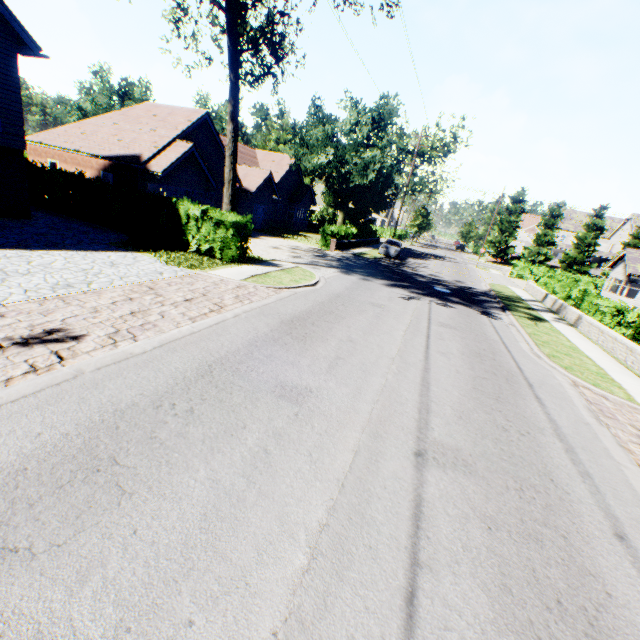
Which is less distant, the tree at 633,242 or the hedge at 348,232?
the hedge at 348,232

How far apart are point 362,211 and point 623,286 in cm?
2767

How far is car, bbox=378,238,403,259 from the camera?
29.8m

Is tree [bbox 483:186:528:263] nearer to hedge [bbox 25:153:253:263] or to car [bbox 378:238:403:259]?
hedge [bbox 25:153:253:263]

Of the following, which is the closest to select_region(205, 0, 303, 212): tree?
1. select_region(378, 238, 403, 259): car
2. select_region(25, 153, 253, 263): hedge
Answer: select_region(25, 153, 253, 263): hedge

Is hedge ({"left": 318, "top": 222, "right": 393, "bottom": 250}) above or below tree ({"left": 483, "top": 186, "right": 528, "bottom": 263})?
below

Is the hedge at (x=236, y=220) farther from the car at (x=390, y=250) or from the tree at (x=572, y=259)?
the car at (x=390, y=250)

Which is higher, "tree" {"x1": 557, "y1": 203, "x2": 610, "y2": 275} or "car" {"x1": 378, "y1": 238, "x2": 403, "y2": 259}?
"tree" {"x1": 557, "y1": 203, "x2": 610, "y2": 275}
